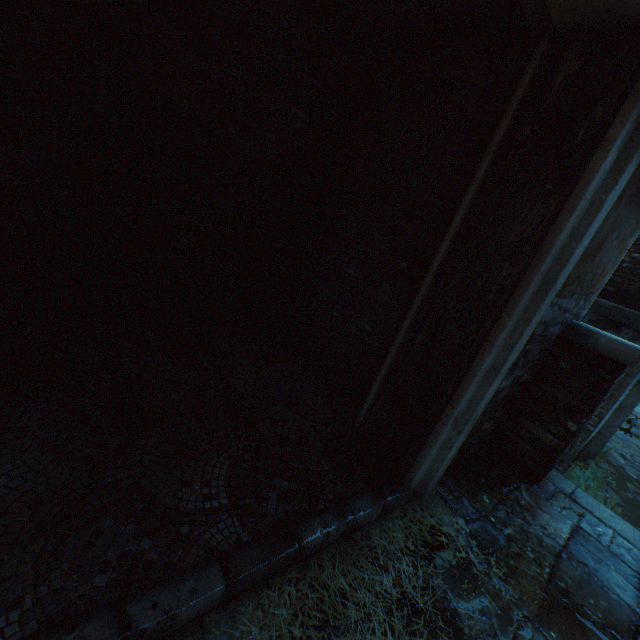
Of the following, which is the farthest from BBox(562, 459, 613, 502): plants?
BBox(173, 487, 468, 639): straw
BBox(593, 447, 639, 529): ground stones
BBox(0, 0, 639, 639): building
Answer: BBox(173, 487, 468, 639): straw

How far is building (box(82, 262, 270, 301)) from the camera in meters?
2.8

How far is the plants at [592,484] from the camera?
6.77m

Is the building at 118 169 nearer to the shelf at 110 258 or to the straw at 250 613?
the straw at 250 613

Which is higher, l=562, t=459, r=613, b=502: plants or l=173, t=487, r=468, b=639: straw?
l=173, t=487, r=468, b=639: straw

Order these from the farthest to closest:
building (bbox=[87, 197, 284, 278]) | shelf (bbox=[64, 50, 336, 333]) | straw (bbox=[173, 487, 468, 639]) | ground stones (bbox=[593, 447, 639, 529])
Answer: ground stones (bbox=[593, 447, 639, 529]) < building (bbox=[87, 197, 284, 278]) < shelf (bbox=[64, 50, 336, 333]) < straw (bbox=[173, 487, 468, 639])

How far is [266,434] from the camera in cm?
223

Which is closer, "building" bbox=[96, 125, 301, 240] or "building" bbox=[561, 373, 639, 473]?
"building" bbox=[96, 125, 301, 240]
